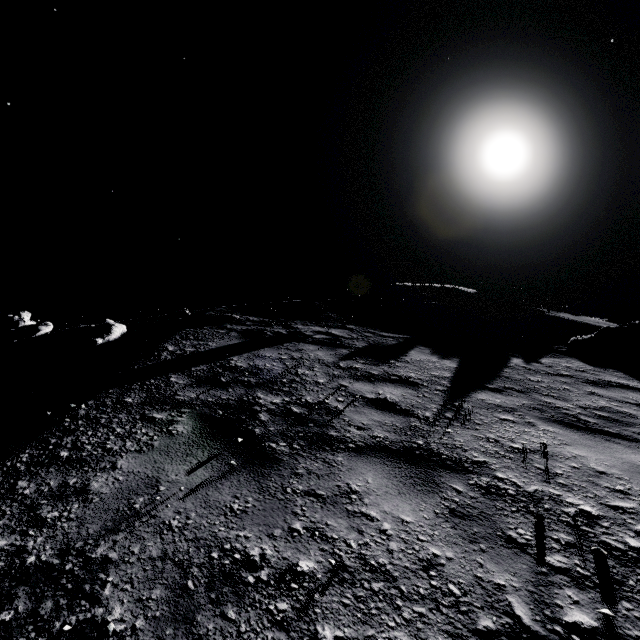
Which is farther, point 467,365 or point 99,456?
point 467,365

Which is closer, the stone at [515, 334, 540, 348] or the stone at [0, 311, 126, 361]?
the stone at [0, 311, 126, 361]

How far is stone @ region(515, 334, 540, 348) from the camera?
8.9 meters

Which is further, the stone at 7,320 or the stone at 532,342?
the stone at 532,342

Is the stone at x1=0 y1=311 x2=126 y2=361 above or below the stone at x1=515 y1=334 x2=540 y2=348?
above

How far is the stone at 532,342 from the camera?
8.9 meters
